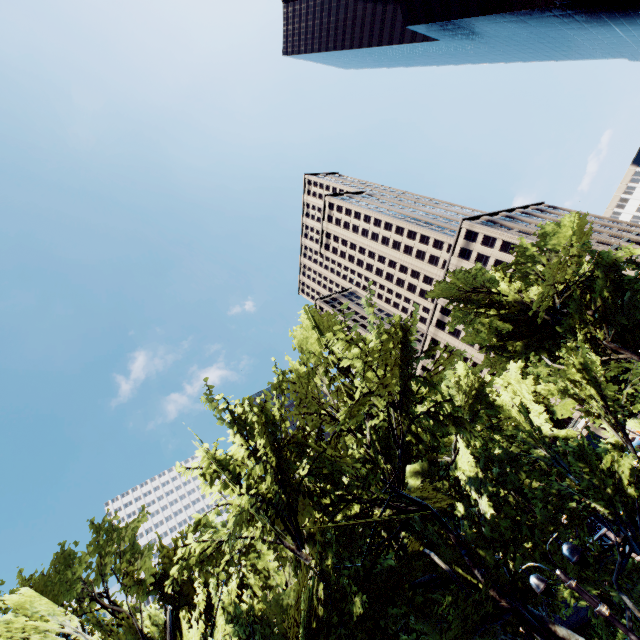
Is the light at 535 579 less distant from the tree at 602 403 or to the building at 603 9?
the tree at 602 403

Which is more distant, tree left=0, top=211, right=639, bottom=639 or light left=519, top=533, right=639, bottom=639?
tree left=0, top=211, right=639, bottom=639

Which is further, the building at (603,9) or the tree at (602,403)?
the building at (603,9)

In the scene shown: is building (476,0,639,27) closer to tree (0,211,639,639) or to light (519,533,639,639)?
tree (0,211,639,639)

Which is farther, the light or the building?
the building

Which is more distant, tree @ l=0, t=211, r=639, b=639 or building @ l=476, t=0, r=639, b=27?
building @ l=476, t=0, r=639, b=27

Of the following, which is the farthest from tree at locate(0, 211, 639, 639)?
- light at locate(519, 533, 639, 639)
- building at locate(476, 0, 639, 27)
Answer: building at locate(476, 0, 639, 27)

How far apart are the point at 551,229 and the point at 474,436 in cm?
1640
